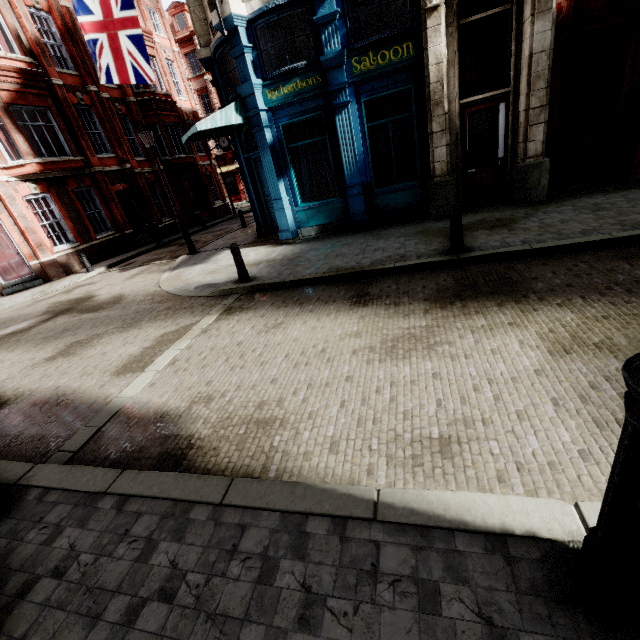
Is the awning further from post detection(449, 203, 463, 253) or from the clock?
the clock

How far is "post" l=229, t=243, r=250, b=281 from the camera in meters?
7.7 m

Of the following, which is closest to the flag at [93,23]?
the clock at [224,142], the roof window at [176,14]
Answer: the clock at [224,142]

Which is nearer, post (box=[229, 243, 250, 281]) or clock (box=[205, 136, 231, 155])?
post (box=[229, 243, 250, 281])

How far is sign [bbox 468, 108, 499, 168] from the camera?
9.0m

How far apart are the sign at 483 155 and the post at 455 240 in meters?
4.3

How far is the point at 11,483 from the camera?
3.4m

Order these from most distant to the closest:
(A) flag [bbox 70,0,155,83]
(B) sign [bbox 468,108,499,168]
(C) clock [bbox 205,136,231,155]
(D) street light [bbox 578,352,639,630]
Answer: (C) clock [bbox 205,136,231,155], (A) flag [bbox 70,0,155,83], (B) sign [bbox 468,108,499,168], (D) street light [bbox 578,352,639,630]
